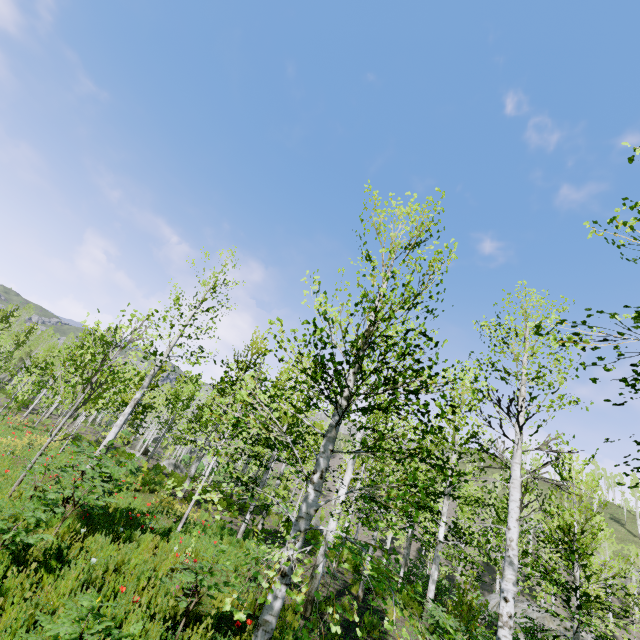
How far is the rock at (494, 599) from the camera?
→ 18.1m

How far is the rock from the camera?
18.14m

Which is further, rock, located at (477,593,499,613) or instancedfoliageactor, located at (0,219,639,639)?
rock, located at (477,593,499,613)

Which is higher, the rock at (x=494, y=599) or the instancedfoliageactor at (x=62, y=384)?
the rock at (x=494, y=599)

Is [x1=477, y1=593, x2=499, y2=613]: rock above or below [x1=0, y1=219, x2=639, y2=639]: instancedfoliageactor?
above

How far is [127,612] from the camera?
4.05m
